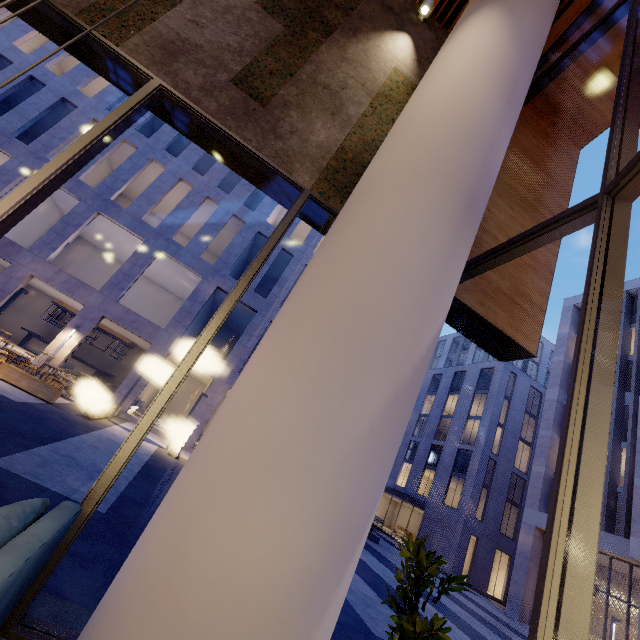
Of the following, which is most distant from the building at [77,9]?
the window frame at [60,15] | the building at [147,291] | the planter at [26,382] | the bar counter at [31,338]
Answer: the bar counter at [31,338]

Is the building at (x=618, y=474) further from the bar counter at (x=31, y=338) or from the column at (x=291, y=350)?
the bar counter at (x=31, y=338)

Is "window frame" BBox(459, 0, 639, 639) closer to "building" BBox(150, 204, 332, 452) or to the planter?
the planter

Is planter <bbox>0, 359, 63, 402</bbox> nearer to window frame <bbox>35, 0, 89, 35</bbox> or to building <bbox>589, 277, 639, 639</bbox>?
window frame <bbox>35, 0, 89, 35</bbox>

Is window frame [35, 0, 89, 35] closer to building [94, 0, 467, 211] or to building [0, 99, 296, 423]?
building [94, 0, 467, 211]

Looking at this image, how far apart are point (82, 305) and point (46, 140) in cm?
1012

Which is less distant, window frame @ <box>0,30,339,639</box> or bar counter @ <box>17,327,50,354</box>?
window frame @ <box>0,30,339,639</box>

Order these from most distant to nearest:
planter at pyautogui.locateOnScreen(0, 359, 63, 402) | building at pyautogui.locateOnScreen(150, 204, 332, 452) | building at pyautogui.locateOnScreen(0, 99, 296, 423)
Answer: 1. building at pyautogui.locateOnScreen(150, 204, 332, 452)
2. building at pyautogui.locateOnScreen(0, 99, 296, 423)
3. planter at pyautogui.locateOnScreen(0, 359, 63, 402)
